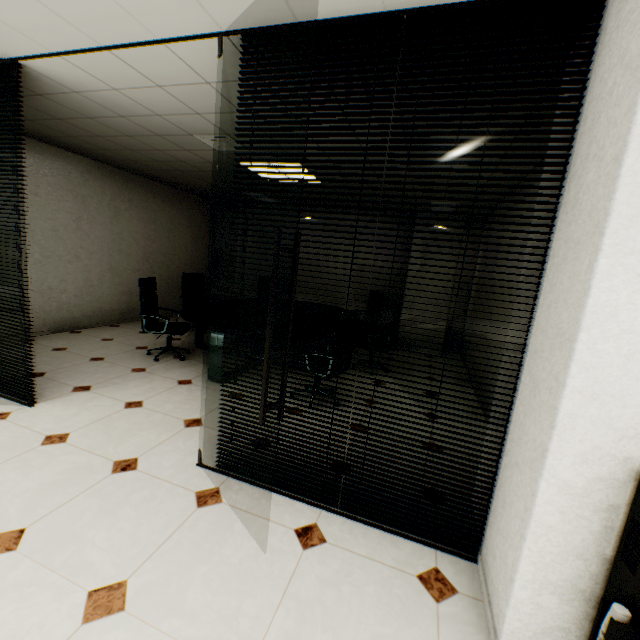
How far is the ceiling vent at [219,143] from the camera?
3.80m

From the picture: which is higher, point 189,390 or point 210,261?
point 210,261

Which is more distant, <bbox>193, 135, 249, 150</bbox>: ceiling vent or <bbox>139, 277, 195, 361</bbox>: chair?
<bbox>139, 277, 195, 361</bbox>: chair

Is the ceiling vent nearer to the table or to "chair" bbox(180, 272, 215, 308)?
the table

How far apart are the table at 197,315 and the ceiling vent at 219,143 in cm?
224

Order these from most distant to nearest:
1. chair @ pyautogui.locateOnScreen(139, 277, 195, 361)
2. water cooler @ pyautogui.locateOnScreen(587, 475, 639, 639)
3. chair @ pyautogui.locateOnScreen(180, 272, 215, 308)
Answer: chair @ pyautogui.locateOnScreen(180, 272, 215, 308) → chair @ pyautogui.locateOnScreen(139, 277, 195, 361) → water cooler @ pyautogui.locateOnScreen(587, 475, 639, 639)

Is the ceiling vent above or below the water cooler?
above

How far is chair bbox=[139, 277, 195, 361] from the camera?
4.5 meters
